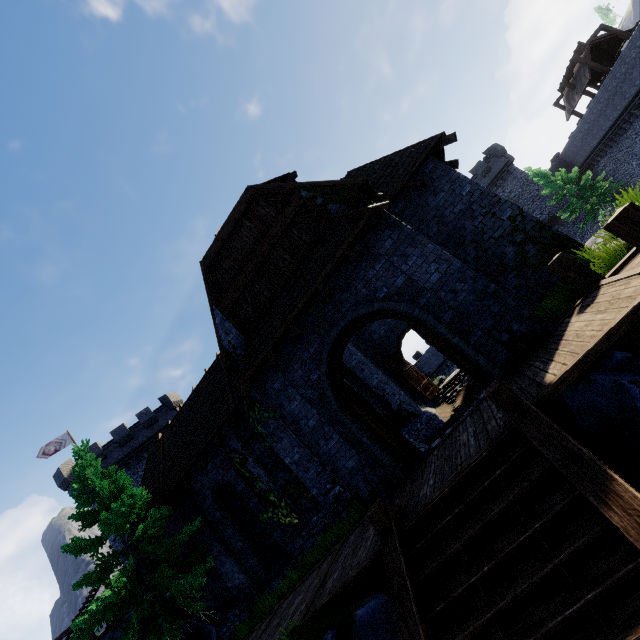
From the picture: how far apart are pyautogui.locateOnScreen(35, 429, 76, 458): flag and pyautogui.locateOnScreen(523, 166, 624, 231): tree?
50.7 meters

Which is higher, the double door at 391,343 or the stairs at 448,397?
the double door at 391,343

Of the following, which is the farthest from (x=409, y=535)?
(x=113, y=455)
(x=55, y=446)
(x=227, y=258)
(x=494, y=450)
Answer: (x=55, y=446)

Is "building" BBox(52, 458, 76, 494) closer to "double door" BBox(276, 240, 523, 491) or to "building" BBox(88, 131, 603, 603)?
"building" BBox(88, 131, 603, 603)

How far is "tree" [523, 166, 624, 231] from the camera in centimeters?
2789cm

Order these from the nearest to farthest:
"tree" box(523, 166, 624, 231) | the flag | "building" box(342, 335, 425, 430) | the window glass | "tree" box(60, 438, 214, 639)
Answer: "tree" box(60, 438, 214, 639)
the window glass
"building" box(342, 335, 425, 430)
"tree" box(523, 166, 624, 231)
the flag

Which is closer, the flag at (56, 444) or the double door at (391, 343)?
the double door at (391, 343)

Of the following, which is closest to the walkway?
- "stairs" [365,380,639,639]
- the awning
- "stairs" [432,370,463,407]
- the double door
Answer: the double door
